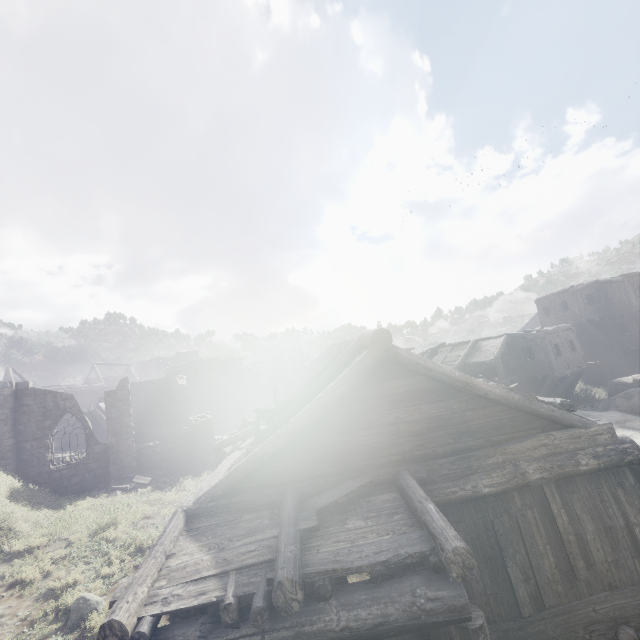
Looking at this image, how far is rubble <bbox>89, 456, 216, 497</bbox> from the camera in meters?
17.4

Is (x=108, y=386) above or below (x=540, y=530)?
above

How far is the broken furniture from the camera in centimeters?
1202cm

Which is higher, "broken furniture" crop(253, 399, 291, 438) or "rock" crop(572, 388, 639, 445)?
"broken furniture" crop(253, 399, 291, 438)

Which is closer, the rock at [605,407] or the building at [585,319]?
the building at [585,319]

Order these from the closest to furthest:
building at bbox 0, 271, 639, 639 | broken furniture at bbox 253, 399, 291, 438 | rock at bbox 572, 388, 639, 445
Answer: building at bbox 0, 271, 639, 639, broken furniture at bbox 253, 399, 291, 438, rock at bbox 572, 388, 639, 445

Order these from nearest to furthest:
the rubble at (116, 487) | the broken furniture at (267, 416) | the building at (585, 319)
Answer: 1. the building at (585, 319)
2. the broken furniture at (267, 416)
3. the rubble at (116, 487)

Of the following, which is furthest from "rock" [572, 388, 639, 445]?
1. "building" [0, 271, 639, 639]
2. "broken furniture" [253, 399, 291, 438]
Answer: "broken furniture" [253, 399, 291, 438]
